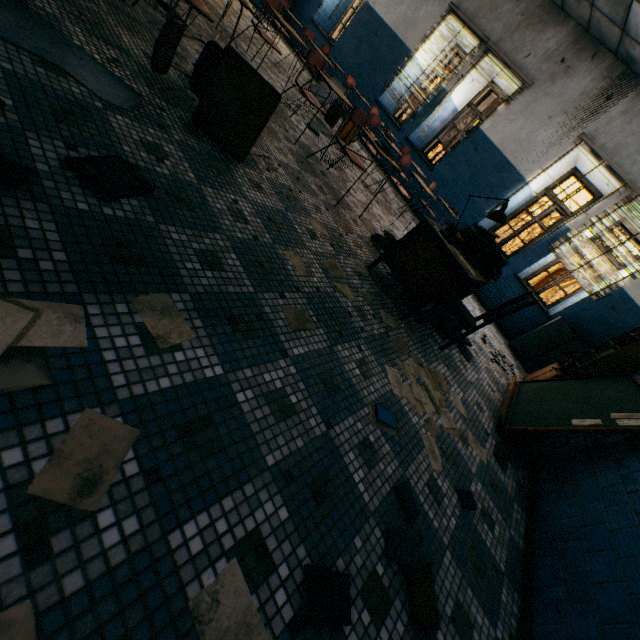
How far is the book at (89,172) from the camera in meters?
1.3

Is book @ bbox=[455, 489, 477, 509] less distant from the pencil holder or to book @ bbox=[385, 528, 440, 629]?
book @ bbox=[385, 528, 440, 629]

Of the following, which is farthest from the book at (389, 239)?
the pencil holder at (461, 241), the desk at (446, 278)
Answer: the pencil holder at (461, 241)

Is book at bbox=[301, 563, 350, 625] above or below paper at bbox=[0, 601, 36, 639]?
above

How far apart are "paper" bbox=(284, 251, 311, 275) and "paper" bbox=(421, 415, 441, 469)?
0.8 meters

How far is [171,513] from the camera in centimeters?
90cm

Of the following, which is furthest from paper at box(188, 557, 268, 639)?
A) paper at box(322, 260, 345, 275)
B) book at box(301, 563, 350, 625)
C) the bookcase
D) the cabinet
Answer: the cabinet

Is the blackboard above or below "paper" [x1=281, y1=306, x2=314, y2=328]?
above
